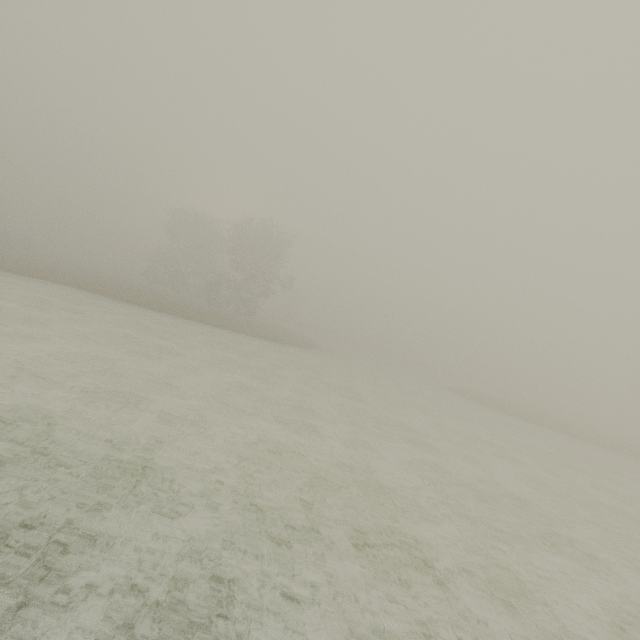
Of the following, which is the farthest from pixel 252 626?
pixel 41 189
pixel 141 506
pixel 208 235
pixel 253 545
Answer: pixel 41 189
